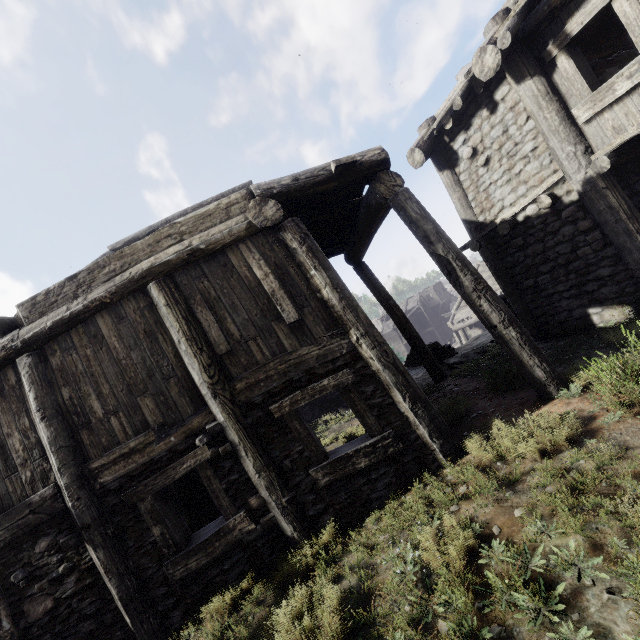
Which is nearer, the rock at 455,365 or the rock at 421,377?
the rock at 455,365

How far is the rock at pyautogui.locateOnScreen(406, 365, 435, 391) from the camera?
9.8m

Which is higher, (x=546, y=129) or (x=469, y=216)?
(x=546, y=129)

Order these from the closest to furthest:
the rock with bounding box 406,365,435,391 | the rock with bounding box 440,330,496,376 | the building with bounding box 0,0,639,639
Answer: the building with bounding box 0,0,639,639
the rock with bounding box 440,330,496,376
the rock with bounding box 406,365,435,391

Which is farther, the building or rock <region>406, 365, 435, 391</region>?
rock <region>406, 365, 435, 391</region>

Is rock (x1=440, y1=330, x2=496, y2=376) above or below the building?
below

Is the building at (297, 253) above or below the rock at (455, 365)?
above
